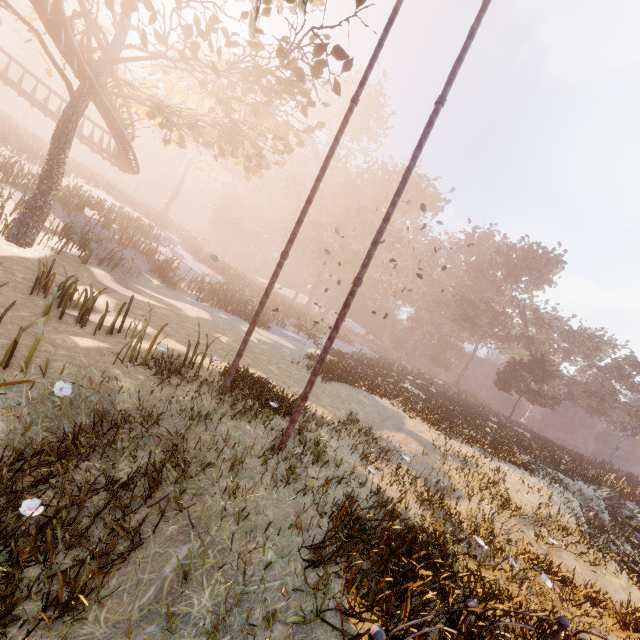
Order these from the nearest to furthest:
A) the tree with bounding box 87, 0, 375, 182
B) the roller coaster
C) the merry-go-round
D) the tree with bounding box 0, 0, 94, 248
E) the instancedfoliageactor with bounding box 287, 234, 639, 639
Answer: the merry-go-round
the instancedfoliageactor with bounding box 287, 234, 639, 639
the roller coaster
the tree with bounding box 87, 0, 375, 182
the tree with bounding box 0, 0, 94, 248

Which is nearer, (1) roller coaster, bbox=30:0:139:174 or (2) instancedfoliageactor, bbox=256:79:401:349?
(1) roller coaster, bbox=30:0:139:174

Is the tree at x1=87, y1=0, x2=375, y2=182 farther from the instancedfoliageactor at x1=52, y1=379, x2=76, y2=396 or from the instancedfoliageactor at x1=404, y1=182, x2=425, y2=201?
the instancedfoliageactor at x1=404, y1=182, x2=425, y2=201

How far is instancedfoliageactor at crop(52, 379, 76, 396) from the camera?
5.0 meters

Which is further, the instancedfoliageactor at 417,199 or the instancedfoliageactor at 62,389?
the instancedfoliageactor at 417,199

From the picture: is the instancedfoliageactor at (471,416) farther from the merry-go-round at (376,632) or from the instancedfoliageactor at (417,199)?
the merry-go-round at (376,632)

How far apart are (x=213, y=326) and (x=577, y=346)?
60.2 meters

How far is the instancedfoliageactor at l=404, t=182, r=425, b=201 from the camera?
57.3m
